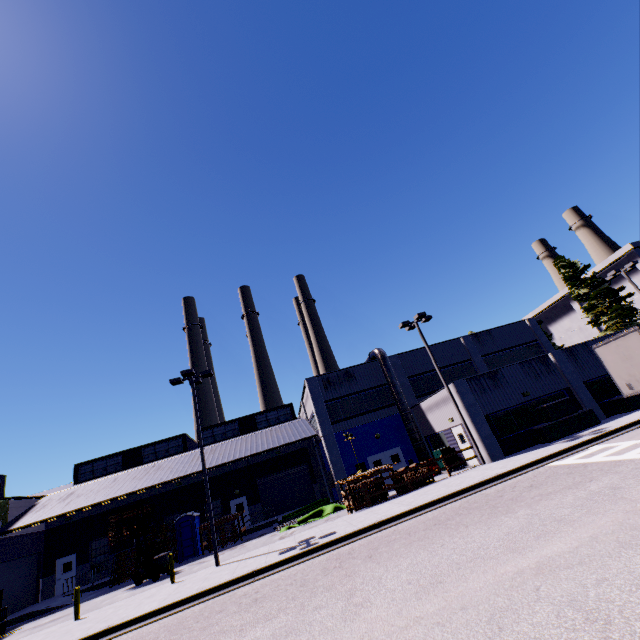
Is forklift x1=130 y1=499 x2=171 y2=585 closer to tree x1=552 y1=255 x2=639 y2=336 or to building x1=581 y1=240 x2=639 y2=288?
building x1=581 y1=240 x2=639 y2=288

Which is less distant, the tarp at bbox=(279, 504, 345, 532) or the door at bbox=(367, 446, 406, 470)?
the tarp at bbox=(279, 504, 345, 532)

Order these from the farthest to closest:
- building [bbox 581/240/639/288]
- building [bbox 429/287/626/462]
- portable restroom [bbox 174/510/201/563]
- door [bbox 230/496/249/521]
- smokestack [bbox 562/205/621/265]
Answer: smokestack [bbox 562/205/621/265], building [bbox 581/240/639/288], door [bbox 230/496/249/521], portable restroom [bbox 174/510/201/563], building [bbox 429/287/626/462]

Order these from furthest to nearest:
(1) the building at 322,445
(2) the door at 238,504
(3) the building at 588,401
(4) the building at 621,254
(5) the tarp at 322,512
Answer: (4) the building at 621,254 → (2) the door at 238,504 → (1) the building at 322,445 → (5) the tarp at 322,512 → (3) the building at 588,401

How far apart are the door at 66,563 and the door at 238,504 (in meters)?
12.64

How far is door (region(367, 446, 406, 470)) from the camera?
25.84m

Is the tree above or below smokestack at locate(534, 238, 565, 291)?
below

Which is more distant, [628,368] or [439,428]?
[439,428]
